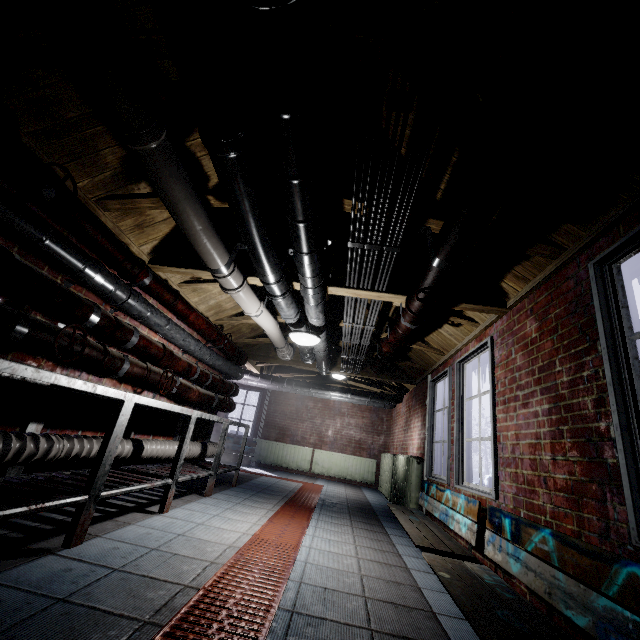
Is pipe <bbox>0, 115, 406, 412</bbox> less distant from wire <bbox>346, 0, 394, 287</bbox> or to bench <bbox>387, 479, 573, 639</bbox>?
wire <bbox>346, 0, 394, 287</bbox>

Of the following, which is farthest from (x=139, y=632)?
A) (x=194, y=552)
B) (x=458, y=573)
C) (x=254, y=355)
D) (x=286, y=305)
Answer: (x=254, y=355)

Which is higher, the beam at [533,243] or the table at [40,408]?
the beam at [533,243]

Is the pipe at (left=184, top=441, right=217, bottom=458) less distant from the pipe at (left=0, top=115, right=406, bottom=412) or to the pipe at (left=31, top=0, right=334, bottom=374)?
the pipe at (left=0, top=115, right=406, bottom=412)

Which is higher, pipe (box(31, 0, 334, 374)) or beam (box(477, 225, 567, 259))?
beam (box(477, 225, 567, 259))

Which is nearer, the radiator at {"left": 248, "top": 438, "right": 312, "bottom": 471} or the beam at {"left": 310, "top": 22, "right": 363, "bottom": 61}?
the beam at {"left": 310, "top": 22, "right": 363, "bottom": 61}

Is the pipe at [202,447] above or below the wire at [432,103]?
below

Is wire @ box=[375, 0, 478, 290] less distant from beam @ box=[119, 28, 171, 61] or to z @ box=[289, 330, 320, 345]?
beam @ box=[119, 28, 171, 61]
